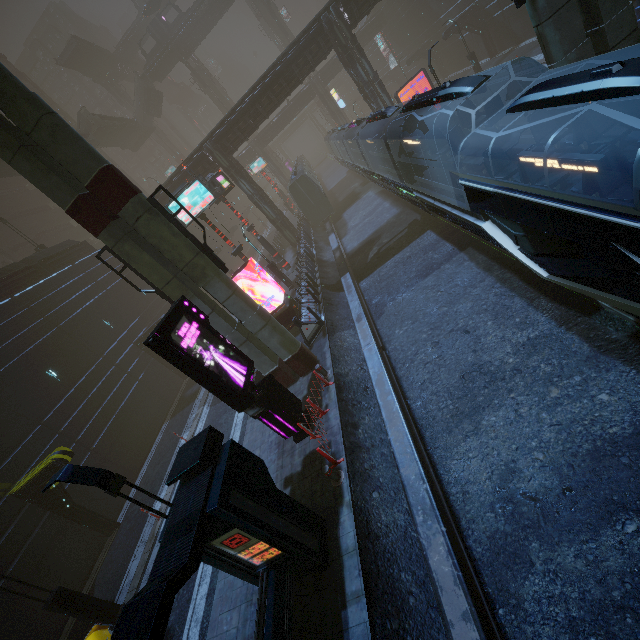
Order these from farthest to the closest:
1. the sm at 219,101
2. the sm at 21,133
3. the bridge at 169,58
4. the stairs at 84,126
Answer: the sm at 219,101, the bridge at 169,58, the stairs at 84,126, the sm at 21,133

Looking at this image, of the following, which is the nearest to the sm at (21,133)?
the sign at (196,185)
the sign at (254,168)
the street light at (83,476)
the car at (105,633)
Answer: the sign at (196,185)

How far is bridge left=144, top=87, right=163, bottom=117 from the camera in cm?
5375

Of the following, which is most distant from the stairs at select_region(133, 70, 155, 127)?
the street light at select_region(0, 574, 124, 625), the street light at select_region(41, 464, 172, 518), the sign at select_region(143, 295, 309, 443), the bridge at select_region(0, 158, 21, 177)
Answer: the street light at select_region(41, 464, 172, 518)

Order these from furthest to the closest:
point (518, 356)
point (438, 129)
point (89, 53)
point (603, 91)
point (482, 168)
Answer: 1. point (89, 53)
2. point (482, 168)
3. point (438, 129)
4. point (518, 356)
5. point (603, 91)

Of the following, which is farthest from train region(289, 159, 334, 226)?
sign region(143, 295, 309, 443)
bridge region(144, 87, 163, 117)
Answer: bridge region(144, 87, 163, 117)

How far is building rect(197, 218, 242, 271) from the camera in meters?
47.3 m

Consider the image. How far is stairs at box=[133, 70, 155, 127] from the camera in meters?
52.2 m
